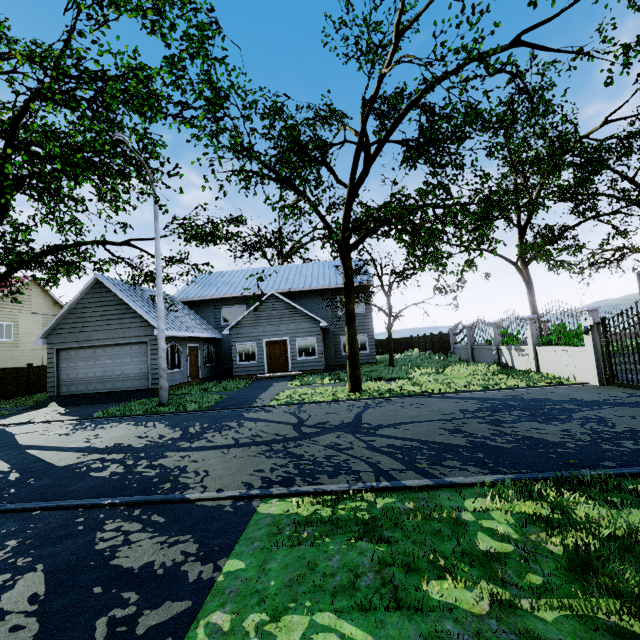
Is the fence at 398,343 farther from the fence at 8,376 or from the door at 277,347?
the fence at 8,376

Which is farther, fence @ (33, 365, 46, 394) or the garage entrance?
fence @ (33, 365, 46, 394)

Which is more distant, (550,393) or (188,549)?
(550,393)

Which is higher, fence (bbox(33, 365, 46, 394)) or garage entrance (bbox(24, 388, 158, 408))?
fence (bbox(33, 365, 46, 394))

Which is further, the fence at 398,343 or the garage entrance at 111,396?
the fence at 398,343

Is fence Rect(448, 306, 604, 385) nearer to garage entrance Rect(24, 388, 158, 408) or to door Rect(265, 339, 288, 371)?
door Rect(265, 339, 288, 371)

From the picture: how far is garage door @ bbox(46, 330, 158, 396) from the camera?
16.58m

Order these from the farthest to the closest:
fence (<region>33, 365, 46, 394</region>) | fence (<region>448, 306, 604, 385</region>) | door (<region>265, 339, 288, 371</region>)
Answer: door (<region>265, 339, 288, 371</region>)
fence (<region>33, 365, 46, 394</region>)
fence (<region>448, 306, 604, 385</region>)
